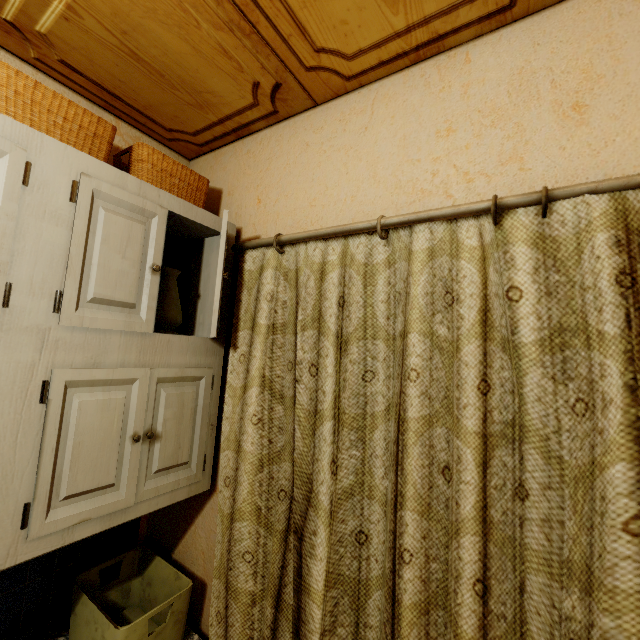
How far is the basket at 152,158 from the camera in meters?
1.2 m

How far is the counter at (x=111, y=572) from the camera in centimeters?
140cm

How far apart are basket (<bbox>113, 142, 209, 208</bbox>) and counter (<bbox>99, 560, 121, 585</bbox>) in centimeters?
127cm

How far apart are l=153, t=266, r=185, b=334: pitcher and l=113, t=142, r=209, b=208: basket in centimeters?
31cm

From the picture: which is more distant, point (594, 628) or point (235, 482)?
point (235, 482)

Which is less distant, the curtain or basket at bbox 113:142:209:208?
the curtain

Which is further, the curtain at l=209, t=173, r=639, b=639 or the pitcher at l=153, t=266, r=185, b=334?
the pitcher at l=153, t=266, r=185, b=334

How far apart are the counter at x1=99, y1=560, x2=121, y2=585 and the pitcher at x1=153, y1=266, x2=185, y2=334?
0.8m
